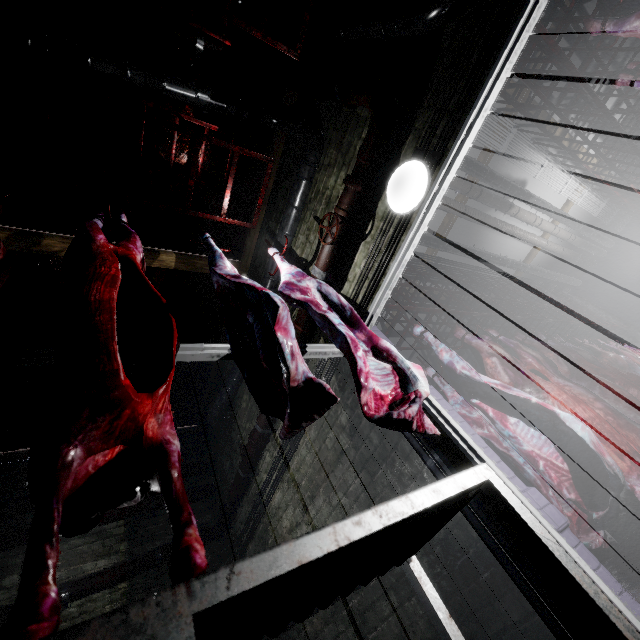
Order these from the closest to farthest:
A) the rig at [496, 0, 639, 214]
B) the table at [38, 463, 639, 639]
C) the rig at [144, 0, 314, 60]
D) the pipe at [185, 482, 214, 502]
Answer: the table at [38, 463, 639, 639]
the rig at [144, 0, 314, 60]
the rig at [496, 0, 639, 214]
the pipe at [185, 482, 214, 502]

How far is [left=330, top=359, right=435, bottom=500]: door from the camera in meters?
1.9 m

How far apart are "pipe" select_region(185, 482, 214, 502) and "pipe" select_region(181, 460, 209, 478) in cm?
17

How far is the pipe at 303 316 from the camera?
2.6 meters

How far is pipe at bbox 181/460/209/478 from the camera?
4.8m

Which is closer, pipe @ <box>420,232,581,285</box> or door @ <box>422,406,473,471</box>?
door @ <box>422,406,473,471</box>

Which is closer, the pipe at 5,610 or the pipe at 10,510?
the pipe at 5,610

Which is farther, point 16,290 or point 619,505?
point 16,290
